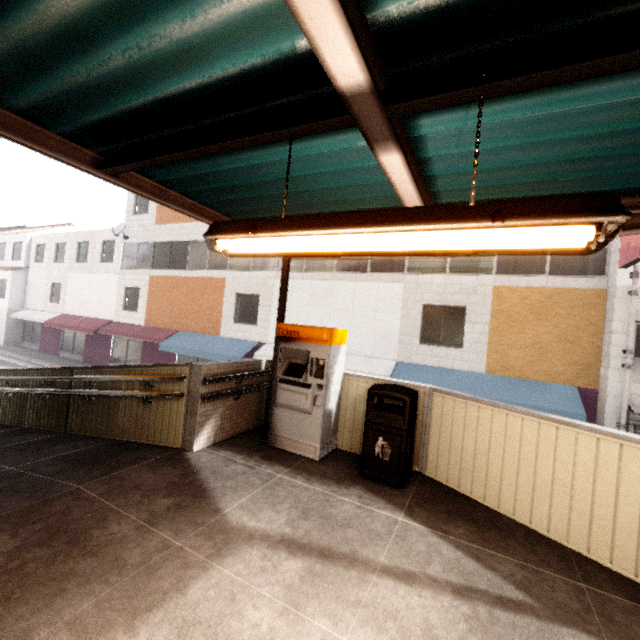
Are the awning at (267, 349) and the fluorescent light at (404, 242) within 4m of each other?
no

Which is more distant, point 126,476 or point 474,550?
point 126,476

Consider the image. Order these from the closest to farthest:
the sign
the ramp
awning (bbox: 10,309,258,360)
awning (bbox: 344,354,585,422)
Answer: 1. the ramp
2. the sign
3. awning (bbox: 344,354,585,422)
4. awning (bbox: 10,309,258,360)

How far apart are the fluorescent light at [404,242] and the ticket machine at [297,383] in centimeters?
245cm

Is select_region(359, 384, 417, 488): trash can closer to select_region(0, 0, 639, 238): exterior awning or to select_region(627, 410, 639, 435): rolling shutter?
select_region(0, 0, 639, 238): exterior awning

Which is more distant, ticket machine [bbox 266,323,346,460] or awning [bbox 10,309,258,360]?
→ awning [bbox 10,309,258,360]

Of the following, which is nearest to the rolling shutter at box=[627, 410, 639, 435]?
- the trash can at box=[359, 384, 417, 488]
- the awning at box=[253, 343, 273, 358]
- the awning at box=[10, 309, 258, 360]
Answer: the awning at box=[253, 343, 273, 358]

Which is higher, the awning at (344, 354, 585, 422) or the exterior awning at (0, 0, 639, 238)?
the exterior awning at (0, 0, 639, 238)
